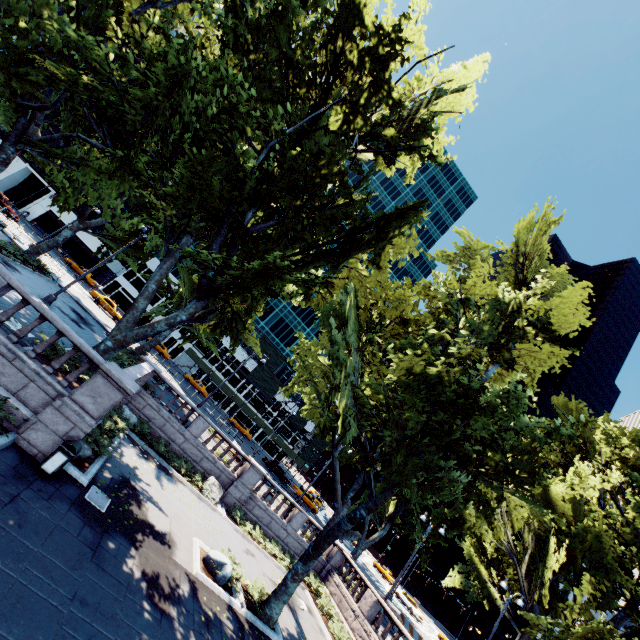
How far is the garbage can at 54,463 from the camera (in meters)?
9.52

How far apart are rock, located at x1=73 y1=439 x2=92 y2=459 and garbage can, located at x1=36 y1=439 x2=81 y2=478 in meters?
1.3 m

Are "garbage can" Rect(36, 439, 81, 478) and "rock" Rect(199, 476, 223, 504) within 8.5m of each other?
no

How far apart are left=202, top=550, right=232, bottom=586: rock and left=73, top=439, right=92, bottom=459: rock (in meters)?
6.07

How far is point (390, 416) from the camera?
12.3 meters

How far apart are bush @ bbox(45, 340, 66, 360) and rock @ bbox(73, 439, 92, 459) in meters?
2.0

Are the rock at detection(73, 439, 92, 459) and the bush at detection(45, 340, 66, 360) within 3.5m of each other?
yes

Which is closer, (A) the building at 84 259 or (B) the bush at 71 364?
(B) the bush at 71 364
